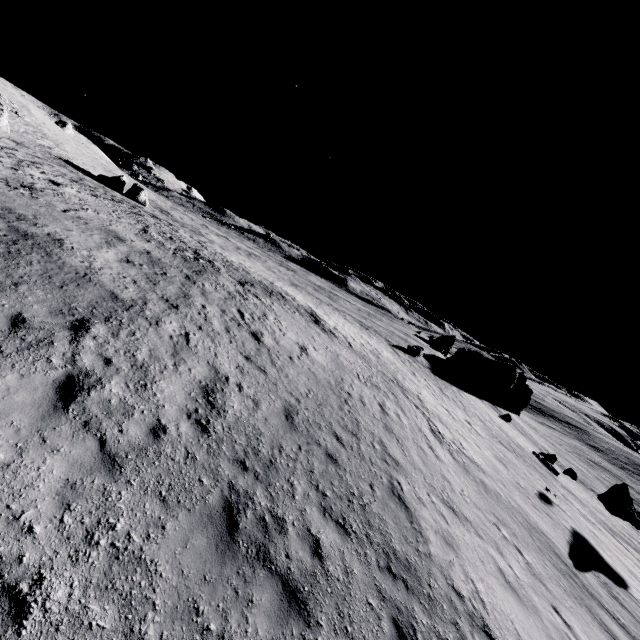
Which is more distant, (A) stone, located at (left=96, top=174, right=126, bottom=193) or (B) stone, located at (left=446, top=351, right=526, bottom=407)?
(B) stone, located at (left=446, top=351, right=526, bottom=407)

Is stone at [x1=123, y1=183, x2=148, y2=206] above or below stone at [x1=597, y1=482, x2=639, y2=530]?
above

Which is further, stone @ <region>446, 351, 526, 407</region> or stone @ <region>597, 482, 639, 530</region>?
stone @ <region>446, 351, 526, 407</region>

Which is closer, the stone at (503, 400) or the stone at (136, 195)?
the stone at (136, 195)

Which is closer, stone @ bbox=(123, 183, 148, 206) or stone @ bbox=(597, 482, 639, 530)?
stone @ bbox=(597, 482, 639, 530)

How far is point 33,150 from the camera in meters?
31.0 m

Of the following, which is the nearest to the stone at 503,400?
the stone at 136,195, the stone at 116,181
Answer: the stone at 136,195

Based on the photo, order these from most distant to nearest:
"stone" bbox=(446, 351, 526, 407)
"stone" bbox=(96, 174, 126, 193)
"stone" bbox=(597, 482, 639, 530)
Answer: "stone" bbox=(446, 351, 526, 407) → "stone" bbox=(96, 174, 126, 193) → "stone" bbox=(597, 482, 639, 530)
